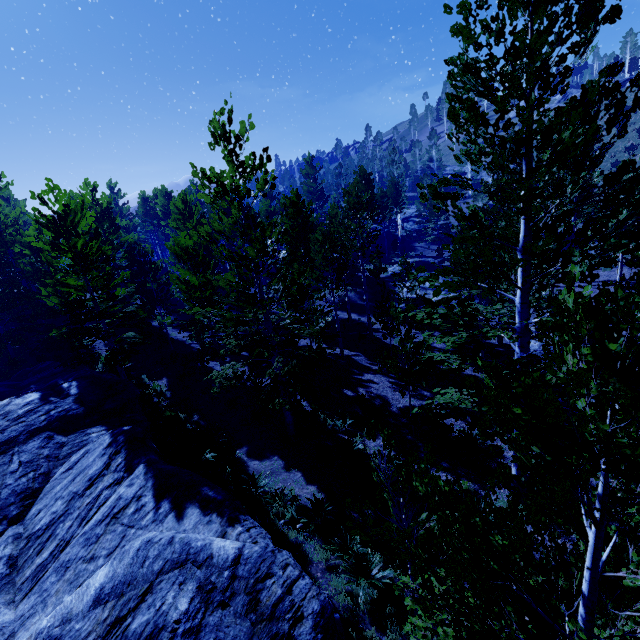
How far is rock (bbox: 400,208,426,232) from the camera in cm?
5116

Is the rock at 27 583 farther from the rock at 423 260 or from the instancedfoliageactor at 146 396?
the rock at 423 260

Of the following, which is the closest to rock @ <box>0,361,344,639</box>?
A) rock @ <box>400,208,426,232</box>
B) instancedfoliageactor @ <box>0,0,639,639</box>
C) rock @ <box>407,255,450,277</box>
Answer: instancedfoliageactor @ <box>0,0,639,639</box>

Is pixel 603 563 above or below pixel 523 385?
below

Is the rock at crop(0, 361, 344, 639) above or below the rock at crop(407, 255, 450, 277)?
above

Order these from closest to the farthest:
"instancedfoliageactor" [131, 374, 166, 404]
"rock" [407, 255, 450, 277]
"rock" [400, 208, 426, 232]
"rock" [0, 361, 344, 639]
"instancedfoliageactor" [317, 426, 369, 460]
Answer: "rock" [0, 361, 344, 639], "instancedfoliageactor" [317, 426, 369, 460], "instancedfoliageactor" [131, 374, 166, 404], "rock" [407, 255, 450, 277], "rock" [400, 208, 426, 232]

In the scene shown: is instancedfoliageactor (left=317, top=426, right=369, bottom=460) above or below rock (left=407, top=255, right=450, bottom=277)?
below

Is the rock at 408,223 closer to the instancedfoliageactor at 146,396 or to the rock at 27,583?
the instancedfoliageactor at 146,396
